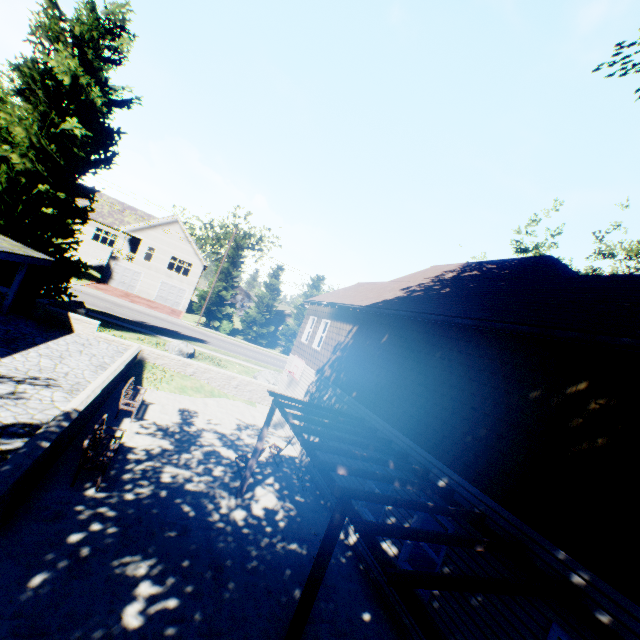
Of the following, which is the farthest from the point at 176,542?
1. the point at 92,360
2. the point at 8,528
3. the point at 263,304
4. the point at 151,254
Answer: the point at 151,254

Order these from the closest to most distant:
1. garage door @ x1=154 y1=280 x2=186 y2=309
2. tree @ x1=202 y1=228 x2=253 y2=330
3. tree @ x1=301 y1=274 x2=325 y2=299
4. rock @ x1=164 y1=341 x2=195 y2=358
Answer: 1. rock @ x1=164 y1=341 x2=195 y2=358
2. tree @ x1=202 y1=228 x2=253 y2=330
3. garage door @ x1=154 y1=280 x2=186 y2=309
4. tree @ x1=301 y1=274 x2=325 y2=299

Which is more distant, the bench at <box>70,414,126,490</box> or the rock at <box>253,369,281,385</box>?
the rock at <box>253,369,281,385</box>

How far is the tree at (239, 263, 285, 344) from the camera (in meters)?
39.78

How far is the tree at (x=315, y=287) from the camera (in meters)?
42.19

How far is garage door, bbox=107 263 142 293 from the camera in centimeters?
3903cm

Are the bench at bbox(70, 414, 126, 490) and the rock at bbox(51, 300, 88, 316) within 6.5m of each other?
no

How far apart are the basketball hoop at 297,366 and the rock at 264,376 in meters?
3.7 m
